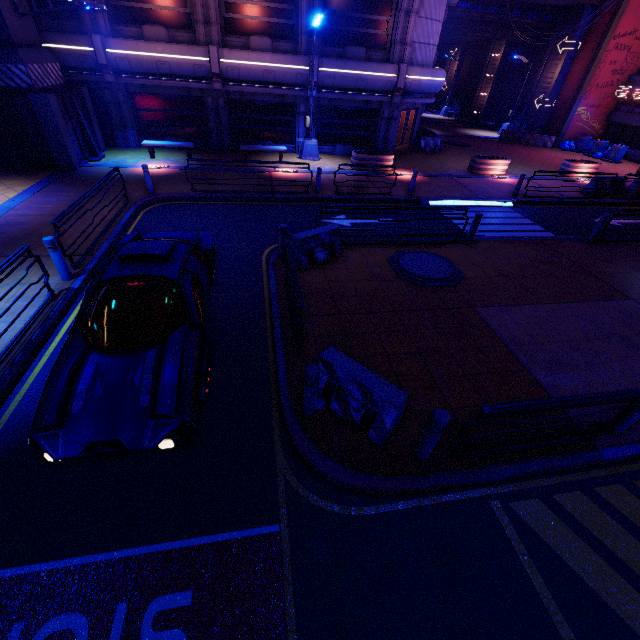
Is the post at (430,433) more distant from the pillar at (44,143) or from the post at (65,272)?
the pillar at (44,143)

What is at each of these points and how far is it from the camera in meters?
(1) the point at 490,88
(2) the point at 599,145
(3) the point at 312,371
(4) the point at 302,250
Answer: (1) tunnel, 34.4
(2) trash can, 25.9
(3) post, 4.6
(4) fence, 8.7

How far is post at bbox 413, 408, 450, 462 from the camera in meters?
4.2

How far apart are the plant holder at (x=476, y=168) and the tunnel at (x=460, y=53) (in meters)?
30.83

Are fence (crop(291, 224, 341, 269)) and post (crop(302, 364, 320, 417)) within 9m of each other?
yes

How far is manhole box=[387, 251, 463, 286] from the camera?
8.8m

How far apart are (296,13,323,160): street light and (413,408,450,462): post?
17.83m

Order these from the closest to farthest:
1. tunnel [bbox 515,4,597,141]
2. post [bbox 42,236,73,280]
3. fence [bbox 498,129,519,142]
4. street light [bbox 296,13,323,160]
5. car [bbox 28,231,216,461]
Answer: car [bbox 28,231,216,461] < post [bbox 42,236,73,280] < street light [bbox 296,13,323,160] < tunnel [bbox 515,4,597,141] < fence [bbox 498,129,519,142]
